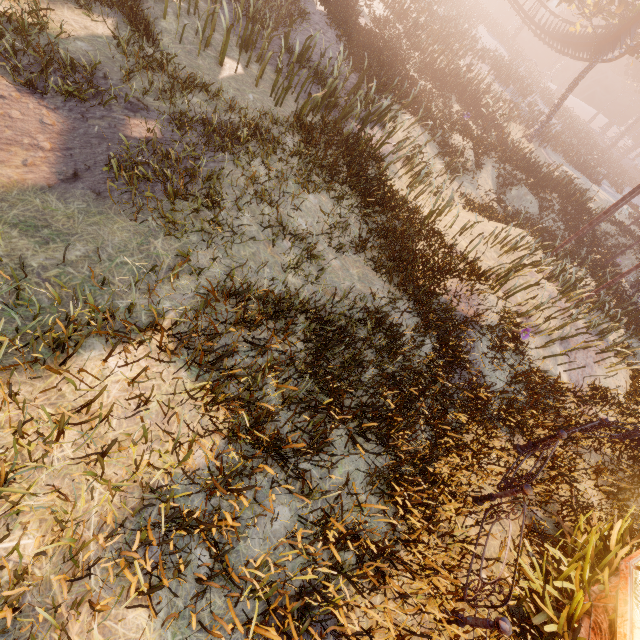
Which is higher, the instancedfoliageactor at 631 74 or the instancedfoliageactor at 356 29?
the instancedfoliageactor at 631 74

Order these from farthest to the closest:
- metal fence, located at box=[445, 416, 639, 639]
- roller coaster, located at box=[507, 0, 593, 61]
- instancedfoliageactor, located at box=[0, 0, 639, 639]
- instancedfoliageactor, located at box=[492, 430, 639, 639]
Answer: roller coaster, located at box=[507, 0, 593, 61] < instancedfoliageactor, located at box=[492, 430, 639, 639] < metal fence, located at box=[445, 416, 639, 639] < instancedfoliageactor, located at box=[0, 0, 639, 639]

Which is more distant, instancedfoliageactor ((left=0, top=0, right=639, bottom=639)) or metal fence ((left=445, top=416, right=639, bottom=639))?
metal fence ((left=445, top=416, right=639, bottom=639))

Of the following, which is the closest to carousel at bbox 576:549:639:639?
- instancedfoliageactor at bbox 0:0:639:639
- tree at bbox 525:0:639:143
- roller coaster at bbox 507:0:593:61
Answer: instancedfoliageactor at bbox 0:0:639:639

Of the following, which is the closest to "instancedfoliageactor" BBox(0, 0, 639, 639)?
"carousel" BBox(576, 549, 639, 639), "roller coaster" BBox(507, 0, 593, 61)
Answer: "carousel" BBox(576, 549, 639, 639)

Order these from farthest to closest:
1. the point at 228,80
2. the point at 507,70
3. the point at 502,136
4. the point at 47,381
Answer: the point at 507,70, the point at 502,136, the point at 228,80, the point at 47,381

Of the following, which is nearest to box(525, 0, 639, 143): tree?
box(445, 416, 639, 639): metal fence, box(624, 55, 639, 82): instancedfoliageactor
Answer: box(624, 55, 639, 82): instancedfoliageactor

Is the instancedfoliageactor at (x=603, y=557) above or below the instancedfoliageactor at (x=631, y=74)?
below
